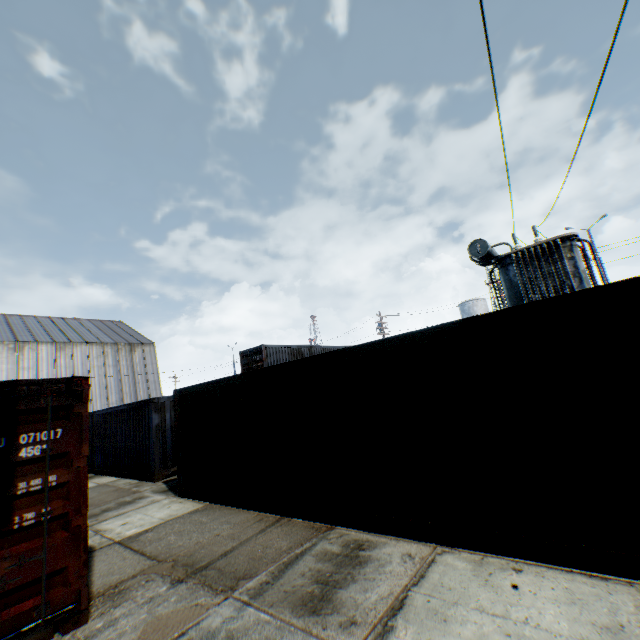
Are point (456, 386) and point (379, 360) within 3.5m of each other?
yes

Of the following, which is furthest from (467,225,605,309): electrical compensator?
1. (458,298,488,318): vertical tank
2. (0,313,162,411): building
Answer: Result: (458,298,488,318): vertical tank

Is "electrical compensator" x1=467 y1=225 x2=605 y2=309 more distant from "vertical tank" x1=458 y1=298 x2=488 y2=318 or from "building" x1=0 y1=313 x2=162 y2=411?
"vertical tank" x1=458 y1=298 x2=488 y2=318

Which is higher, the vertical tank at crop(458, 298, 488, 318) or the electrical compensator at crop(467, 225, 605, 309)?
the vertical tank at crop(458, 298, 488, 318)

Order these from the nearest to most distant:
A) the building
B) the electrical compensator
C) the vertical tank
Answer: the electrical compensator
the building
the vertical tank

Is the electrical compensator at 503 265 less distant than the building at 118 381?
Yes

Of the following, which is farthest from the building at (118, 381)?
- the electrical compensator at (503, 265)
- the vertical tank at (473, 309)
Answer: the vertical tank at (473, 309)
